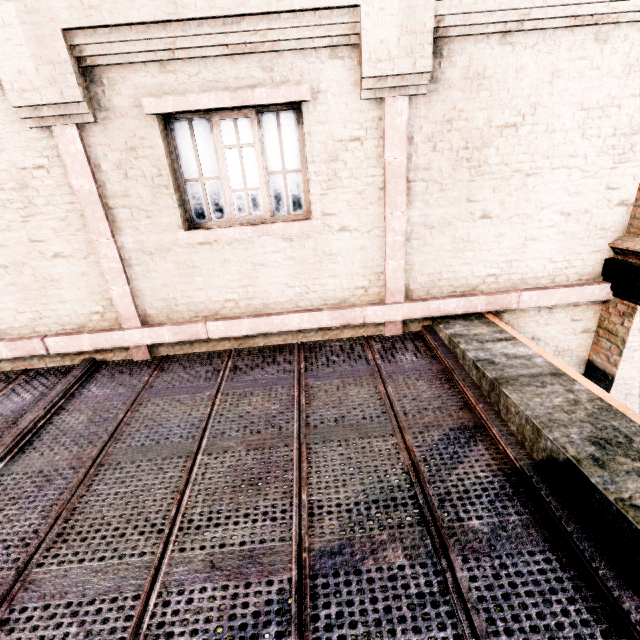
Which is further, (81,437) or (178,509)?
(81,437)
